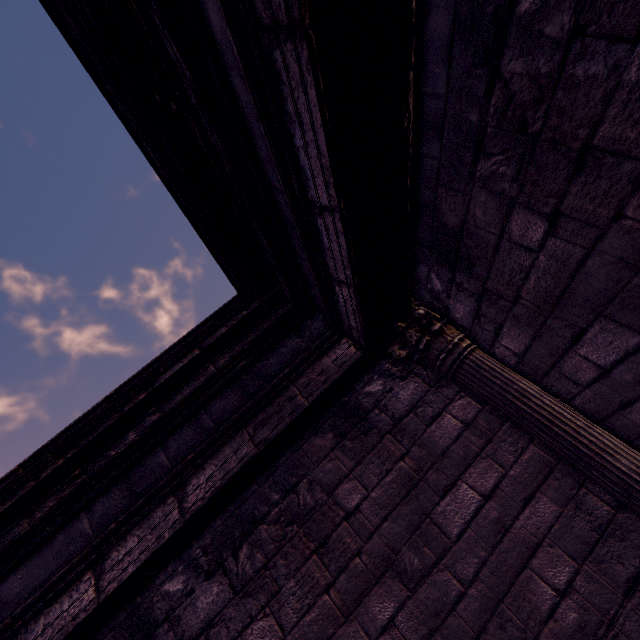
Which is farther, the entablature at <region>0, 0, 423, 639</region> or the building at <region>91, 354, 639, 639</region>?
the building at <region>91, 354, 639, 639</region>

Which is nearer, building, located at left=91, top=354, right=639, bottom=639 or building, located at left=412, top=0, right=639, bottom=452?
building, located at left=412, top=0, right=639, bottom=452

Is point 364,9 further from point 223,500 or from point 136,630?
point 136,630

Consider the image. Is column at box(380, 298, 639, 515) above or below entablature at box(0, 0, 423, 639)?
below

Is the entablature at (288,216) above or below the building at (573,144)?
above

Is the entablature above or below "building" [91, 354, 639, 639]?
above

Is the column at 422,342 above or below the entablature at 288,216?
below
